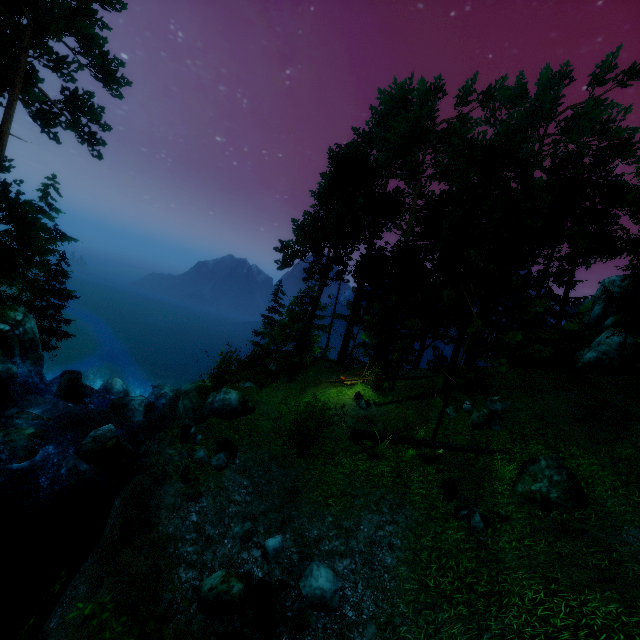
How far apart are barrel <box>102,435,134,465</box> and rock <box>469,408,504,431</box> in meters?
14.3

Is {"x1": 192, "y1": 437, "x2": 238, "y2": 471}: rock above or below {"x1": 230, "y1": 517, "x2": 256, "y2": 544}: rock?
above

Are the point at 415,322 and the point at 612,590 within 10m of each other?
yes

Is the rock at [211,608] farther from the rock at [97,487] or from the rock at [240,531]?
the rock at [97,487]

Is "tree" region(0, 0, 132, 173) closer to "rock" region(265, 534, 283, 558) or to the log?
the log

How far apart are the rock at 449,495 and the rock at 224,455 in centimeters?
687cm

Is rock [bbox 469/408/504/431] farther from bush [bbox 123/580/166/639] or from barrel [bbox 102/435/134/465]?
barrel [bbox 102/435/134/465]

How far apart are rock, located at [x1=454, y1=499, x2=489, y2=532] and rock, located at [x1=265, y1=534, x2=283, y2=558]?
5.1 meters
